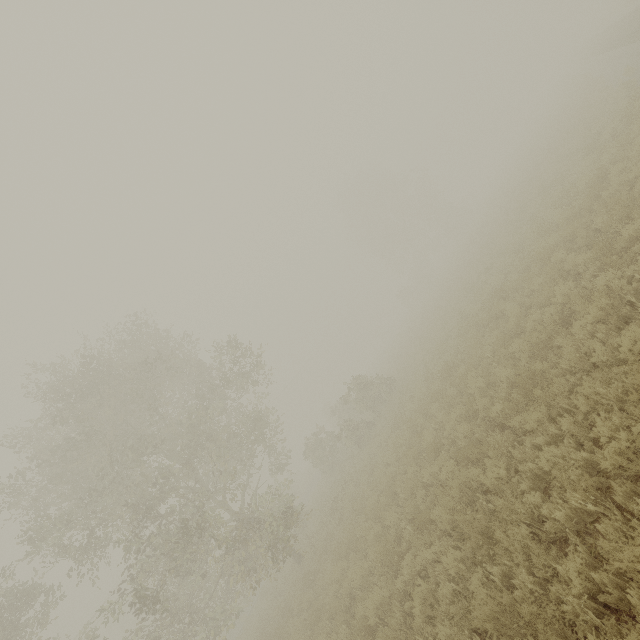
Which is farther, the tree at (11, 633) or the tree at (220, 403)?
the tree at (220, 403)

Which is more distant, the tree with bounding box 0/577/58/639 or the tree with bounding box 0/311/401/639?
the tree with bounding box 0/311/401/639

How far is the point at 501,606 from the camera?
4.1m
